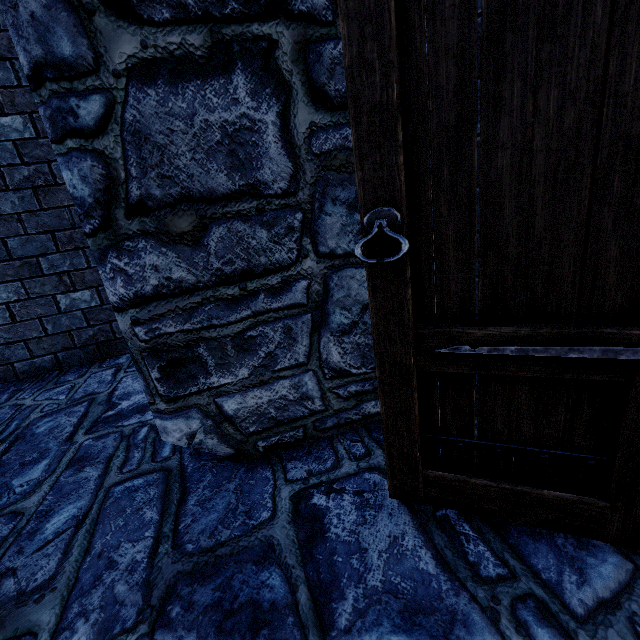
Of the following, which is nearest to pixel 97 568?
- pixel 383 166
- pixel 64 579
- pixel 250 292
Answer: pixel 64 579
